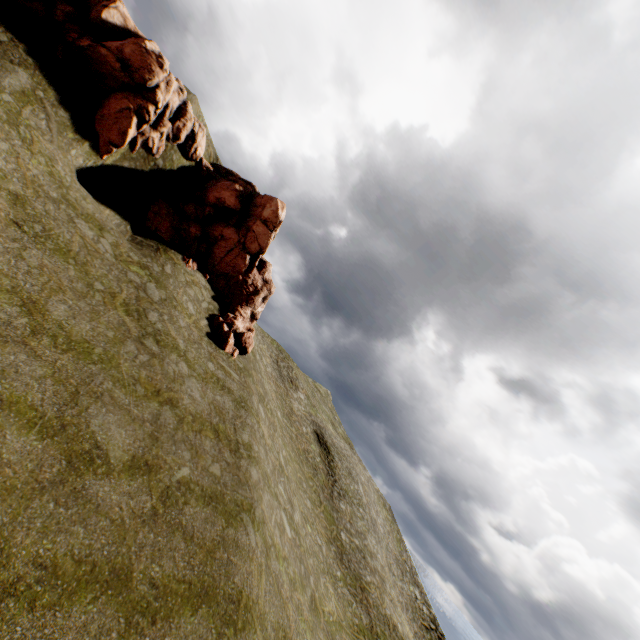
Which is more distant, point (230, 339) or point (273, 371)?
point (273, 371)

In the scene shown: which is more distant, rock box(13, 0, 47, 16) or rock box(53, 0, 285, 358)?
rock box(53, 0, 285, 358)

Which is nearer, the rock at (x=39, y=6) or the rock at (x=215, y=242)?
the rock at (x=39, y=6)
